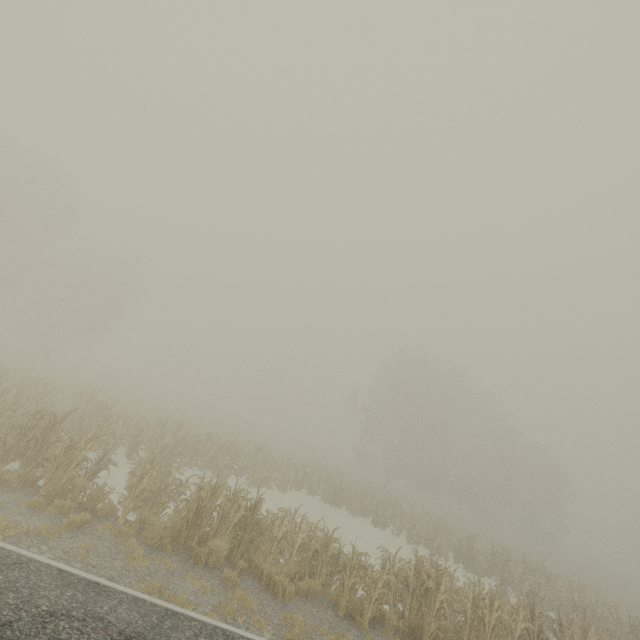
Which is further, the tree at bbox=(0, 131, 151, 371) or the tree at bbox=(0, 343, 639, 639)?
the tree at bbox=(0, 131, 151, 371)

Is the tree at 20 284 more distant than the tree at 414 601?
Yes

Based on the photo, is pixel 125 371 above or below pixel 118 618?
above
